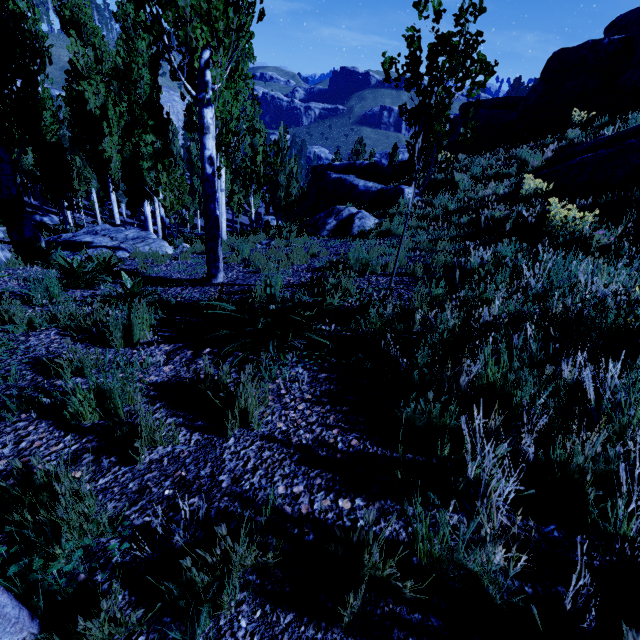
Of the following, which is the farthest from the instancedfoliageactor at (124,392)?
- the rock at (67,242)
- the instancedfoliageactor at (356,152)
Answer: the instancedfoliageactor at (356,152)

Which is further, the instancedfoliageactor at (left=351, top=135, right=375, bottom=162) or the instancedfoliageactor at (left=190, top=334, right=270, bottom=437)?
the instancedfoliageactor at (left=351, top=135, right=375, bottom=162)

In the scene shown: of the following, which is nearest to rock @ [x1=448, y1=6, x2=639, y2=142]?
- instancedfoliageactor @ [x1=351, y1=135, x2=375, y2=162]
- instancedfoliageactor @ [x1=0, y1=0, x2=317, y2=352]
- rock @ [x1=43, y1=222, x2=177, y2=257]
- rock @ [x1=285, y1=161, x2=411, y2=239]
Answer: instancedfoliageactor @ [x1=0, y1=0, x2=317, y2=352]

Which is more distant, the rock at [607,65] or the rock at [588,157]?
the rock at [607,65]

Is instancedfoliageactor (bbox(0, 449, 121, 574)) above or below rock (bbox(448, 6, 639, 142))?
below

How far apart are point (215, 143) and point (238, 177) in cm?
3520

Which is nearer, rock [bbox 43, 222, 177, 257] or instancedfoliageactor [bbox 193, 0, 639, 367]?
instancedfoliageactor [bbox 193, 0, 639, 367]

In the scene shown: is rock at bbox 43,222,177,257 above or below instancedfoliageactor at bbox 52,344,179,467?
below
